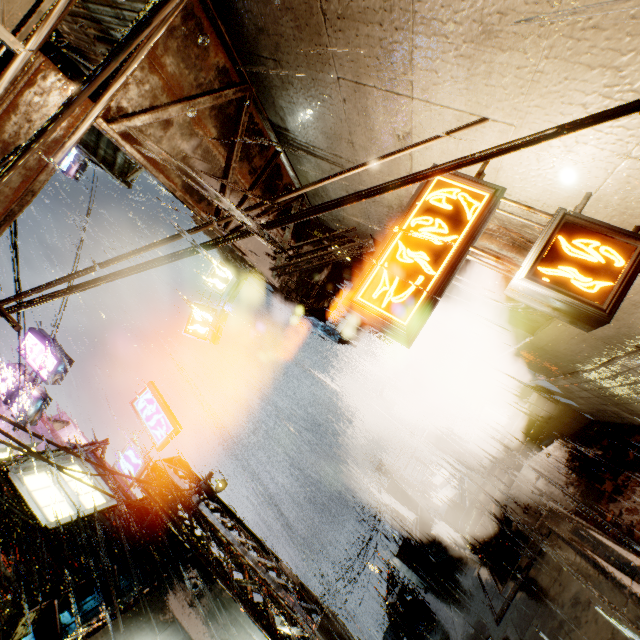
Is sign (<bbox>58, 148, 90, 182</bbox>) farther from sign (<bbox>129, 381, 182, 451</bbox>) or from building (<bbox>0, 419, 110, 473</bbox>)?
sign (<bbox>129, 381, 182, 451</bbox>)

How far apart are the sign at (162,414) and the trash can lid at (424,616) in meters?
10.1

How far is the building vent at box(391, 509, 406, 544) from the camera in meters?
25.7

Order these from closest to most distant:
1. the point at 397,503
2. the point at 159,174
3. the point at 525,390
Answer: the point at 159,174 → the point at 525,390 → the point at 397,503

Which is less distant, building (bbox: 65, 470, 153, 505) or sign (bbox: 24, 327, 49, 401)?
building (bbox: 65, 470, 153, 505)

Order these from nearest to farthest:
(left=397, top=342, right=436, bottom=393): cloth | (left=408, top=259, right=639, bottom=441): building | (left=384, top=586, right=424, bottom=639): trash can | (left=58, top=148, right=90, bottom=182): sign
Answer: (left=408, top=259, right=639, bottom=441): building < (left=384, top=586, right=424, bottom=639): trash can < (left=397, top=342, right=436, bottom=393): cloth < (left=58, top=148, right=90, bottom=182): sign

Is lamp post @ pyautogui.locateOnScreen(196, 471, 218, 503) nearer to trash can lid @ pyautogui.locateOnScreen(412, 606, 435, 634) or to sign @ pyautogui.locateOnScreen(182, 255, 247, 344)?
sign @ pyautogui.locateOnScreen(182, 255, 247, 344)

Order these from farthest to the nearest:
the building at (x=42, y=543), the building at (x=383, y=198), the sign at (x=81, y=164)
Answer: the sign at (x=81, y=164) → the building at (x=42, y=543) → the building at (x=383, y=198)
